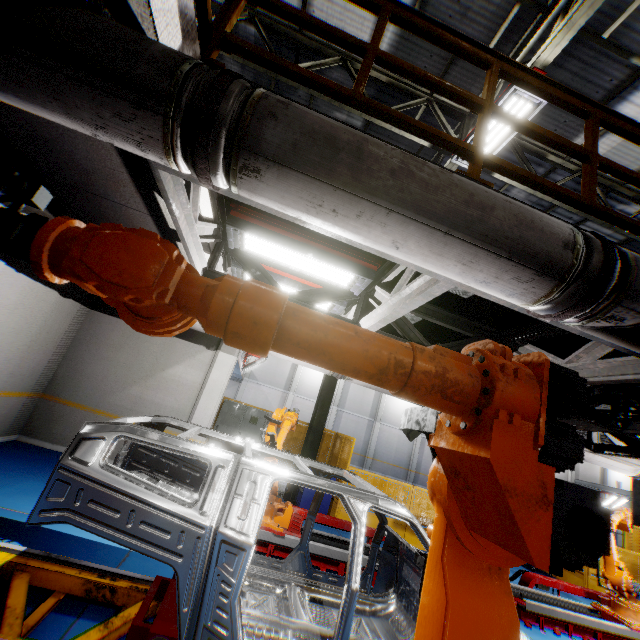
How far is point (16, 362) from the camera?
Result: 6.46m

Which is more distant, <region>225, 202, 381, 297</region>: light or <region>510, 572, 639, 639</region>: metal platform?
<region>510, 572, 639, 639</region>: metal platform

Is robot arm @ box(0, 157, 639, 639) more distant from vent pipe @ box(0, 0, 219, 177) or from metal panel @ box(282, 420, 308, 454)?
metal panel @ box(282, 420, 308, 454)

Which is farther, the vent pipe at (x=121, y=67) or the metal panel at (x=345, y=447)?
the metal panel at (x=345, y=447)

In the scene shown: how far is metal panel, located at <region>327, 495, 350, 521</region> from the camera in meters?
8.5 m

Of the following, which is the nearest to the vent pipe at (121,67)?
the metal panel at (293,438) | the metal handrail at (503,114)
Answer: the metal handrail at (503,114)

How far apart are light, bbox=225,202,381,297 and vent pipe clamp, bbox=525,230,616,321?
1.5 meters

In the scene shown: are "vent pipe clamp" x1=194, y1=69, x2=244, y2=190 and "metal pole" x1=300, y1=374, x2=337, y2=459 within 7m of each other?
no
